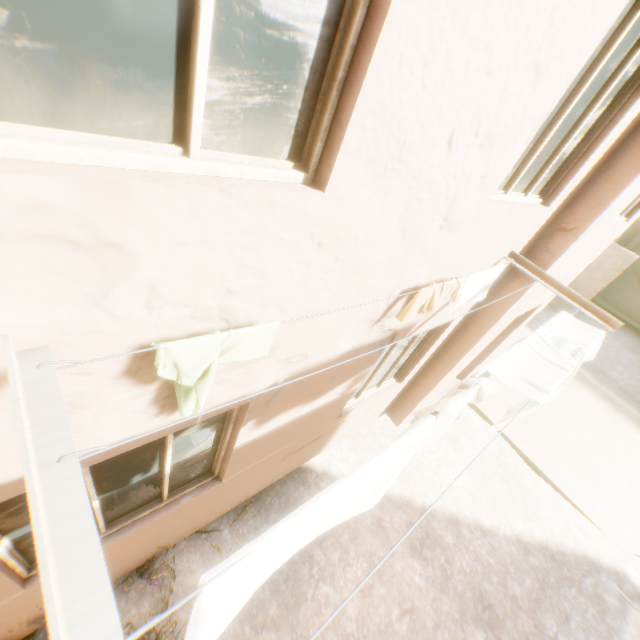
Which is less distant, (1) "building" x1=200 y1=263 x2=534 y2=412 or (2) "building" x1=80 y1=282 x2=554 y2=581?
(1) "building" x1=200 y1=263 x2=534 y2=412

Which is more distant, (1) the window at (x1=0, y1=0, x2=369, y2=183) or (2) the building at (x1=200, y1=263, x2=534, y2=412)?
(2) the building at (x1=200, y1=263, x2=534, y2=412)

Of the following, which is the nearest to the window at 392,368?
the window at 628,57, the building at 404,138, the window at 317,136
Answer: the building at 404,138

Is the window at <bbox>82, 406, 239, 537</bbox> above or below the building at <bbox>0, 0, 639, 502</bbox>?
below

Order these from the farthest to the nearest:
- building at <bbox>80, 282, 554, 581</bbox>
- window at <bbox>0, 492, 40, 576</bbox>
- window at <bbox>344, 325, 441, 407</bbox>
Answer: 1. window at <bbox>344, 325, 441, 407</bbox>
2. building at <bbox>80, 282, 554, 581</bbox>
3. window at <bbox>0, 492, 40, 576</bbox>

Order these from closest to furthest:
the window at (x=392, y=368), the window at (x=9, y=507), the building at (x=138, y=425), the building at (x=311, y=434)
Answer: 1. the building at (x=138, y=425)
2. the window at (x=9, y=507)
3. the building at (x=311, y=434)
4. the window at (x=392, y=368)

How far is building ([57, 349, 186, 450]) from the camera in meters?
1.3

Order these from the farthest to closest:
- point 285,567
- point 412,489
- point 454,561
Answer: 1. point 412,489
2. point 454,561
3. point 285,567
